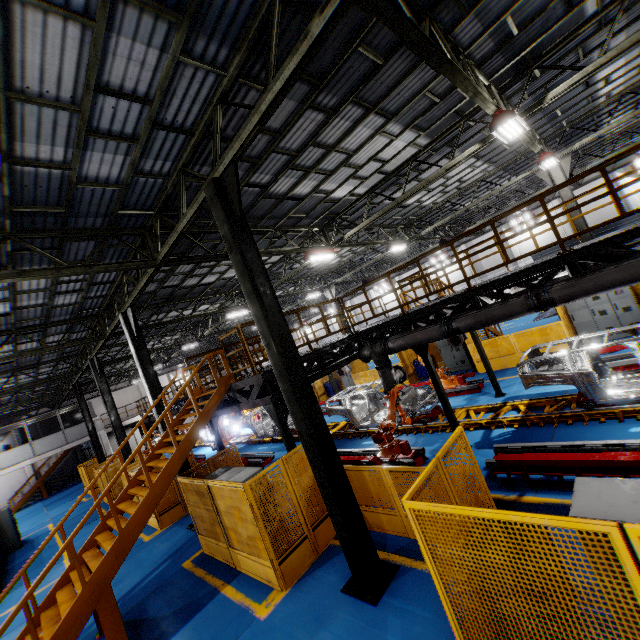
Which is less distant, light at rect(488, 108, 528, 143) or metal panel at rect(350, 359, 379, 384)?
light at rect(488, 108, 528, 143)

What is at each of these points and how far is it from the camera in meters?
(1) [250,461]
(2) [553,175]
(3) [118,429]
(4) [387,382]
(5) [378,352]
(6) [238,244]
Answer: (1) metal platform, 15.0
(2) metal pole, 14.5
(3) metal pole, 16.8
(4) vent pipe, 9.6
(5) vent pipe, 9.6
(6) metal pole, 6.0

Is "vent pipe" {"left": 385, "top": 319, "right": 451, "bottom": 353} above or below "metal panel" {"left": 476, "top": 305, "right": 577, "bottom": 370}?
above

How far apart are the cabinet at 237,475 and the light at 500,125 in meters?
9.9

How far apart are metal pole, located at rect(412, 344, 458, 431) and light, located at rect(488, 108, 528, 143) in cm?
541

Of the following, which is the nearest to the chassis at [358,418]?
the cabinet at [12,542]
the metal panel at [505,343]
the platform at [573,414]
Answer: the platform at [573,414]

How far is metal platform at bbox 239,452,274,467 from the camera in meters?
14.6

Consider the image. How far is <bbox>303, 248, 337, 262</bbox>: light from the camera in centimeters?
1307cm
